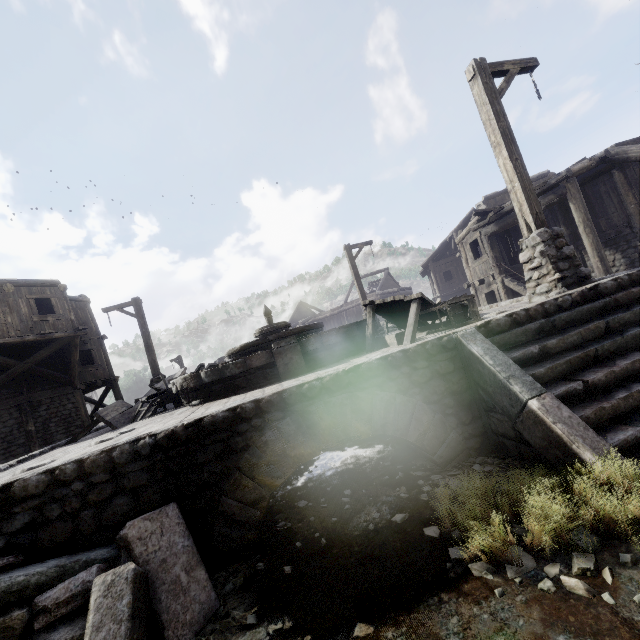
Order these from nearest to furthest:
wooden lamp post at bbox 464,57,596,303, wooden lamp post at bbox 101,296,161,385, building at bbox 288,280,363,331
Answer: wooden lamp post at bbox 464,57,596,303 < wooden lamp post at bbox 101,296,161,385 < building at bbox 288,280,363,331

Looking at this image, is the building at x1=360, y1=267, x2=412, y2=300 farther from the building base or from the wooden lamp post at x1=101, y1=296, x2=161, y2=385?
the wooden lamp post at x1=101, y1=296, x2=161, y2=385

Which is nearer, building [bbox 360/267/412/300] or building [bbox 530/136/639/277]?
building [bbox 530/136/639/277]

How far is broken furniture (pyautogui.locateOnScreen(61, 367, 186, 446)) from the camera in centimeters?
776cm

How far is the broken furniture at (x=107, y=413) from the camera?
7.76m

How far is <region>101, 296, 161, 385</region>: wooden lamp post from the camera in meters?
13.6

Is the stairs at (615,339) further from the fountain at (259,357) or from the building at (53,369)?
the fountain at (259,357)

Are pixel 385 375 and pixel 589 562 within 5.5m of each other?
yes
